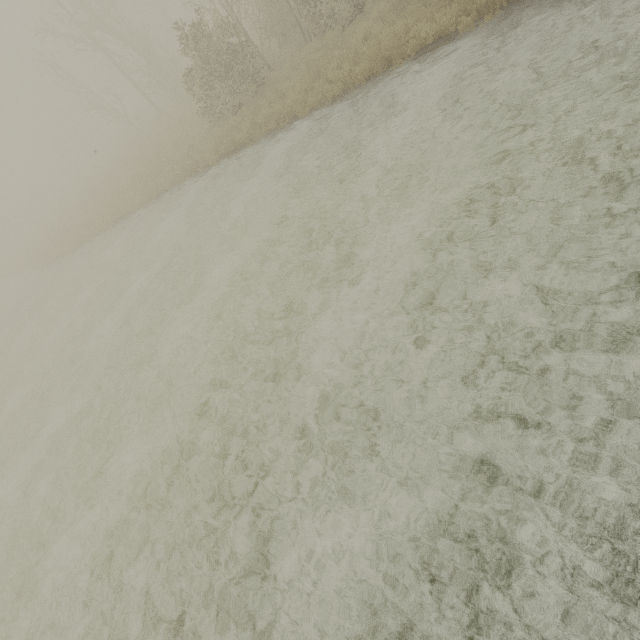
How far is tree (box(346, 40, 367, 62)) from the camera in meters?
10.1

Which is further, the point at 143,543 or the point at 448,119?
the point at 448,119

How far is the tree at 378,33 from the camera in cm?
931

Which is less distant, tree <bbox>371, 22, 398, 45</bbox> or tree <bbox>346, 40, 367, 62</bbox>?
tree <bbox>371, 22, 398, 45</bbox>

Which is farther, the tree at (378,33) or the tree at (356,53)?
the tree at (356,53)
